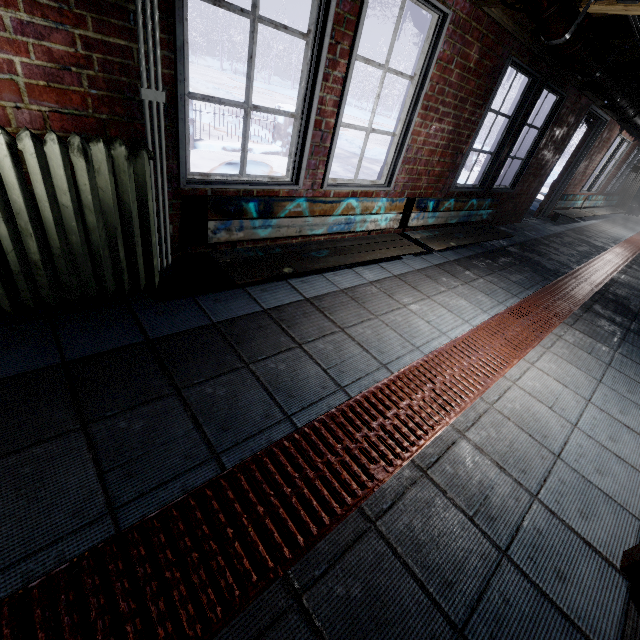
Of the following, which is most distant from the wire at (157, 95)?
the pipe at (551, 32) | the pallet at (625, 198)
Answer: the pallet at (625, 198)

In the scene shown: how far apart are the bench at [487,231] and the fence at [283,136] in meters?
4.4 m

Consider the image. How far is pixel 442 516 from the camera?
1.27m

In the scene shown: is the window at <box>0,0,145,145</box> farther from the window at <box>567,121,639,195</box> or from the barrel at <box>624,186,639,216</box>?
the barrel at <box>624,186,639,216</box>

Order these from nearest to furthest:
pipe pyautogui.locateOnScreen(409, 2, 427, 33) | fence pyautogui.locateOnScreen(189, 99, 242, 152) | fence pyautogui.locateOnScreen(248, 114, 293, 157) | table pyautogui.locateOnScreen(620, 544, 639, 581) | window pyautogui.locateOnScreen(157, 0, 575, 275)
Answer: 1. table pyautogui.locateOnScreen(620, 544, 639, 581)
2. window pyautogui.locateOnScreen(157, 0, 575, 275)
3. pipe pyautogui.locateOnScreen(409, 2, 427, 33)
4. fence pyautogui.locateOnScreen(189, 99, 242, 152)
5. fence pyautogui.locateOnScreen(248, 114, 293, 157)

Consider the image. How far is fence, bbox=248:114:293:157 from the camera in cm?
665

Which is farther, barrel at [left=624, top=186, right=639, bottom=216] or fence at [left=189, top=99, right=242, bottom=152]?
barrel at [left=624, top=186, right=639, bottom=216]
